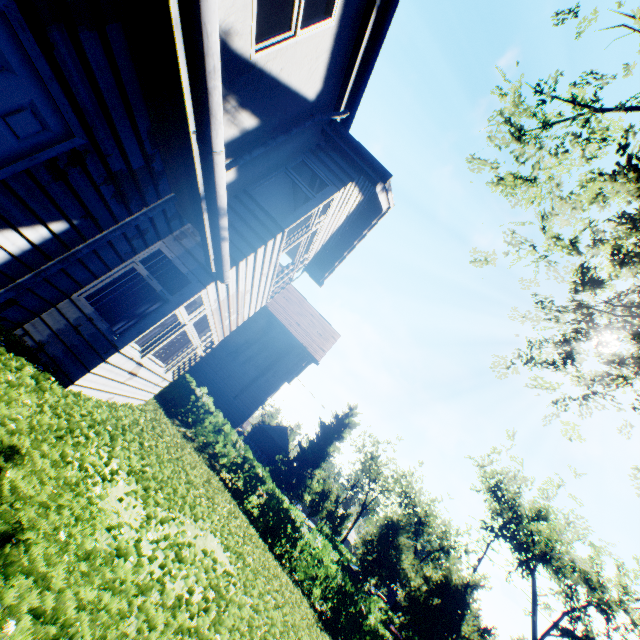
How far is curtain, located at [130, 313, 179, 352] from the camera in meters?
8.4

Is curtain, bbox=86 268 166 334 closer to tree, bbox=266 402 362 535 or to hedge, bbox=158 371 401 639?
hedge, bbox=158 371 401 639

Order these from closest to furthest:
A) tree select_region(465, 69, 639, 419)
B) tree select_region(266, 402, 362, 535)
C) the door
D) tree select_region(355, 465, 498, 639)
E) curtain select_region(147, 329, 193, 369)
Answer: the door → curtain select_region(147, 329, 193, 369) → tree select_region(465, 69, 639, 419) → tree select_region(355, 465, 498, 639) → tree select_region(266, 402, 362, 535)

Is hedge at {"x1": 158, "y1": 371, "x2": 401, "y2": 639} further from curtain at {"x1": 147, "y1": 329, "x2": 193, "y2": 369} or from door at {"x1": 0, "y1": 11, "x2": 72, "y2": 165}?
door at {"x1": 0, "y1": 11, "x2": 72, "y2": 165}

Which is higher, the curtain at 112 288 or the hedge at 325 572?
the curtain at 112 288

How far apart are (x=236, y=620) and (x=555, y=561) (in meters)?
33.88

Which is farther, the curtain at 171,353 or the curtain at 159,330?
the curtain at 159,330
